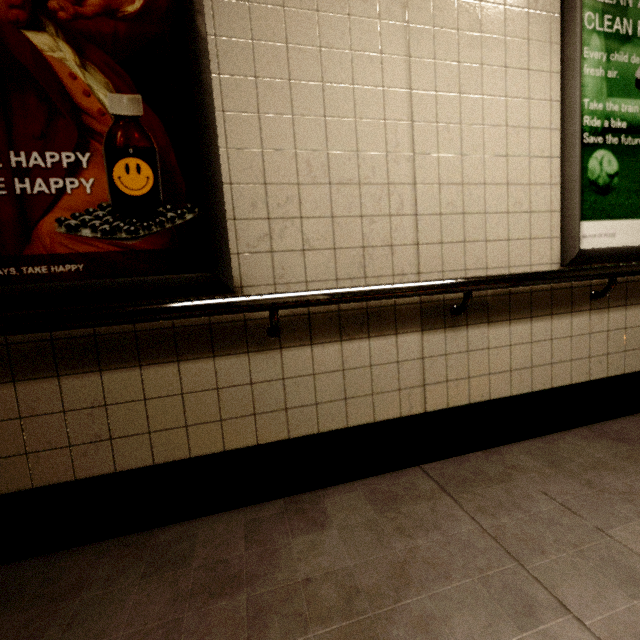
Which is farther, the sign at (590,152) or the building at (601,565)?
the sign at (590,152)

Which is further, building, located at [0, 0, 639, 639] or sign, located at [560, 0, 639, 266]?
sign, located at [560, 0, 639, 266]

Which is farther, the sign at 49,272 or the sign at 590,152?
the sign at 590,152

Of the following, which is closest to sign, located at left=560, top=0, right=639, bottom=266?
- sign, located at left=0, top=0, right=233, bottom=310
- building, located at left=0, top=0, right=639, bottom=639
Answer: building, located at left=0, top=0, right=639, bottom=639

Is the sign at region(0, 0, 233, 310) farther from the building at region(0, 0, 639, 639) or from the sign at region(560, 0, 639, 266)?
the sign at region(560, 0, 639, 266)

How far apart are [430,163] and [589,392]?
1.82m
